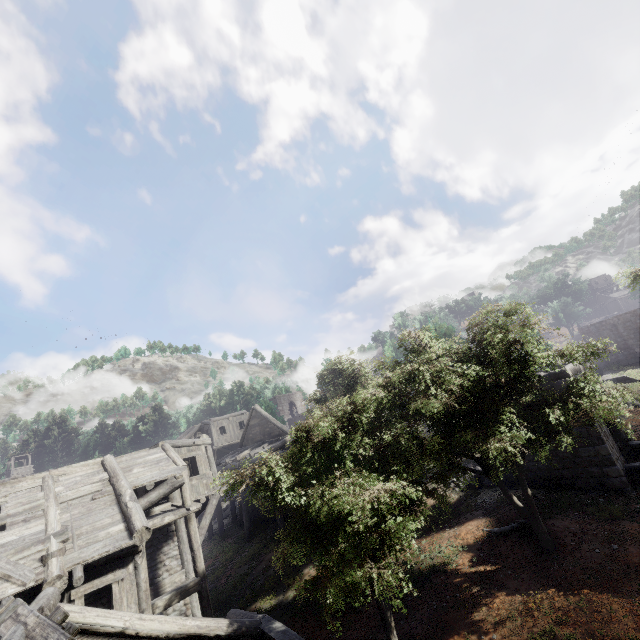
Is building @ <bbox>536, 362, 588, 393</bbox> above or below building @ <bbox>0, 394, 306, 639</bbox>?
above

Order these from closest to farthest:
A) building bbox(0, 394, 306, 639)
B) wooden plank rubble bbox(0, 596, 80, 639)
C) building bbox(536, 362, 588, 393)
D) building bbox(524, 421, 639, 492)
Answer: wooden plank rubble bbox(0, 596, 80, 639)
building bbox(0, 394, 306, 639)
building bbox(524, 421, 639, 492)
building bbox(536, 362, 588, 393)

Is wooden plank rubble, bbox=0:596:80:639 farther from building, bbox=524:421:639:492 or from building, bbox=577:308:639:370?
building, bbox=577:308:639:370

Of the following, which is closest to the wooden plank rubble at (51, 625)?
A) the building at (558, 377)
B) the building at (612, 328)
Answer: the building at (558, 377)

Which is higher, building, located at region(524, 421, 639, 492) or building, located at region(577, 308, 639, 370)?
building, located at region(577, 308, 639, 370)

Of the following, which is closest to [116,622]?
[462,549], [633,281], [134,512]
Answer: [134,512]

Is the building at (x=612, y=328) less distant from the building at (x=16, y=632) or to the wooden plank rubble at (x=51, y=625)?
the building at (x=16, y=632)
